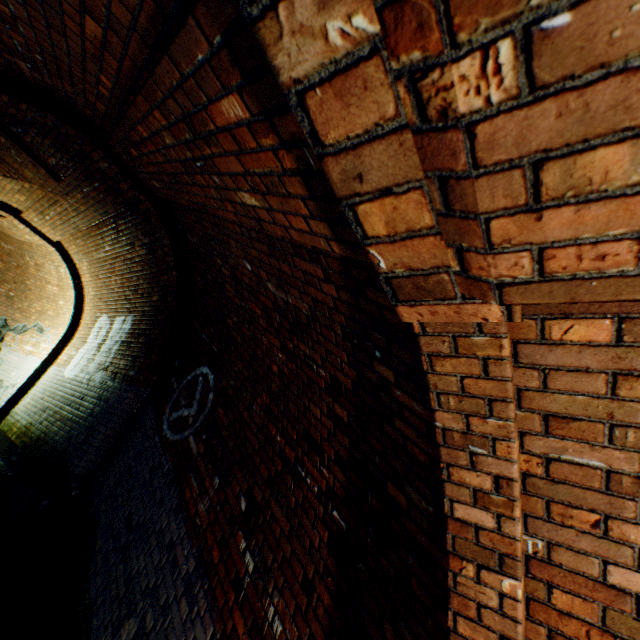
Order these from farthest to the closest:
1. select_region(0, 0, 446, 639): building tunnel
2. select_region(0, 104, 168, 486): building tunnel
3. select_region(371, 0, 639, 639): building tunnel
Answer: select_region(0, 104, 168, 486): building tunnel → select_region(0, 0, 446, 639): building tunnel → select_region(371, 0, 639, 639): building tunnel

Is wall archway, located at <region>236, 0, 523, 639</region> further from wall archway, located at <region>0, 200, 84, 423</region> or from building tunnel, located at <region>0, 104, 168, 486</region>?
wall archway, located at <region>0, 200, 84, 423</region>

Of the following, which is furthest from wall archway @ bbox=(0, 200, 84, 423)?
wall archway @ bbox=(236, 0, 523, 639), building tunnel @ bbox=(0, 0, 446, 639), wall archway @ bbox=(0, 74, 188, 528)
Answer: wall archway @ bbox=(236, 0, 523, 639)

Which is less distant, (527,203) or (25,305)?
(527,203)

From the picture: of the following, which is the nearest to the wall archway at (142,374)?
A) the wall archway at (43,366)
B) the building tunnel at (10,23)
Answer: the building tunnel at (10,23)

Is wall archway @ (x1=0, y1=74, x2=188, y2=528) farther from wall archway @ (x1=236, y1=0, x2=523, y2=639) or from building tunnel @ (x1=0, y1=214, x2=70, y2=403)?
wall archway @ (x1=236, y1=0, x2=523, y2=639)

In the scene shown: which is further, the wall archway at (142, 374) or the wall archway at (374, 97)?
the wall archway at (142, 374)

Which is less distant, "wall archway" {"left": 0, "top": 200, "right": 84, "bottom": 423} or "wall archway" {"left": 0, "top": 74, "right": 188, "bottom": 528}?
"wall archway" {"left": 0, "top": 74, "right": 188, "bottom": 528}
